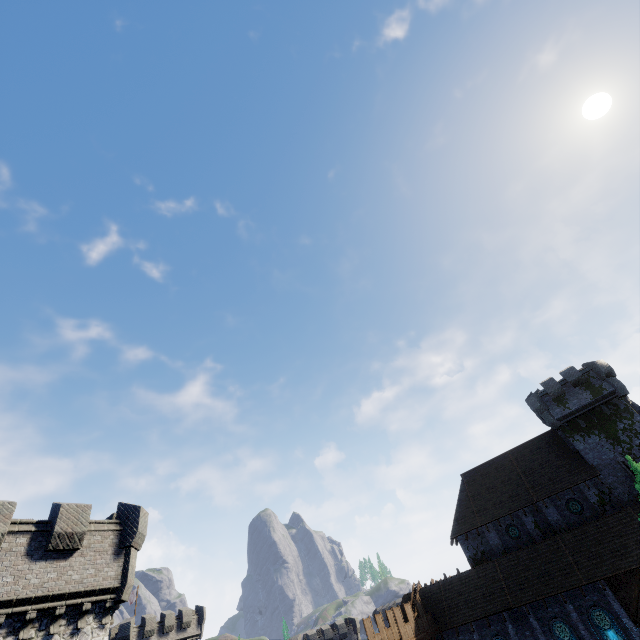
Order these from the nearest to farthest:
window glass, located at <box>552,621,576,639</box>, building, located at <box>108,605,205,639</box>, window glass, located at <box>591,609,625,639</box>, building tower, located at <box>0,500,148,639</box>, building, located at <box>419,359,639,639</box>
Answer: building tower, located at <box>0,500,148,639</box> < window glass, located at <box>591,609,625,639</box> < window glass, located at <box>552,621,576,639</box> < building, located at <box>419,359,639,639</box> < building, located at <box>108,605,205,639</box>

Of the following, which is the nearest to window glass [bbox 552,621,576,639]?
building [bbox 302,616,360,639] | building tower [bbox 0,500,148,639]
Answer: building tower [bbox 0,500,148,639]

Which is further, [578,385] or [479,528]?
[479,528]

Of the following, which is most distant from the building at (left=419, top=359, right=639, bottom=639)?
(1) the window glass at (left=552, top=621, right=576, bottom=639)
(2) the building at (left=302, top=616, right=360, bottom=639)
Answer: (2) the building at (left=302, top=616, right=360, bottom=639)

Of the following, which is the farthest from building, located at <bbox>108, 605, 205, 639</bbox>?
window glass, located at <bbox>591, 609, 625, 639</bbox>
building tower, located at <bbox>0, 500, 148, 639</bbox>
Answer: window glass, located at <bbox>591, 609, 625, 639</bbox>

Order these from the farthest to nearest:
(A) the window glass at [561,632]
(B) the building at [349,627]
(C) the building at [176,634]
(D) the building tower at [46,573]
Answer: (B) the building at [349,627]
(C) the building at [176,634]
(A) the window glass at [561,632]
(D) the building tower at [46,573]

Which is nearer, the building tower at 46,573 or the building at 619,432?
the building tower at 46,573

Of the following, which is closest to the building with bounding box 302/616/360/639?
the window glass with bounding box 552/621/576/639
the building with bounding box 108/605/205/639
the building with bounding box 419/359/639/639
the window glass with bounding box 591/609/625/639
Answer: the building with bounding box 419/359/639/639
